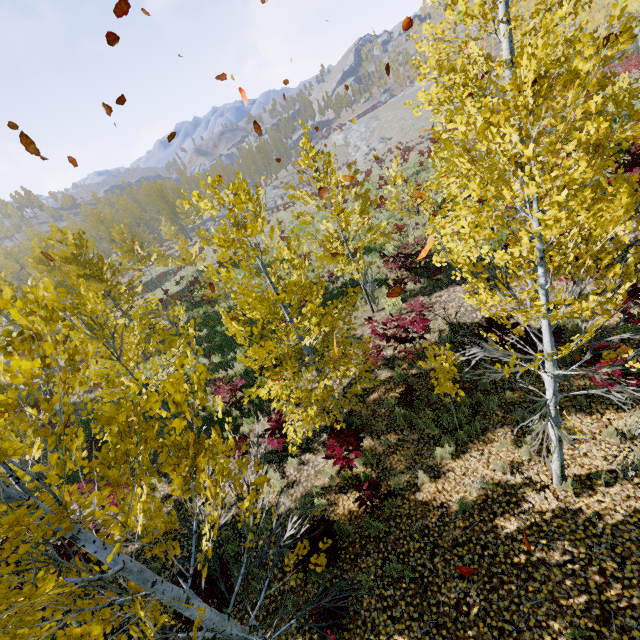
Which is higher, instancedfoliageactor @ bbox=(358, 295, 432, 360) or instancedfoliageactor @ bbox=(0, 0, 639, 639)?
instancedfoliageactor @ bbox=(0, 0, 639, 639)

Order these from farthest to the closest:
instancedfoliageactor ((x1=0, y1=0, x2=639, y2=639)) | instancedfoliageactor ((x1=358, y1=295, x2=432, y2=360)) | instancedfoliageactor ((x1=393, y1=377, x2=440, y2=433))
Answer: instancedfoliageactor ((x1=358, y1=295, x2=432, y2=360)) < instancedfoliageactor ((x1=393, y1=377, x2=440, y2=433)) < instancedfoliageactor ((x1=0, y1=0, x2=639, y2=639))

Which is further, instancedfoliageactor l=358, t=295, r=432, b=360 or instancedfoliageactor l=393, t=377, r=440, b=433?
instancedfoliageactor l=358, t=295, r=432, b=360

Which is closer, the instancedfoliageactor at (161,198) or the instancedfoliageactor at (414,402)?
the instancedfoliageactor at (161,198)

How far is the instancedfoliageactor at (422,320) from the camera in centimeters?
882cm

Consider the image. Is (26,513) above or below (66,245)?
below
